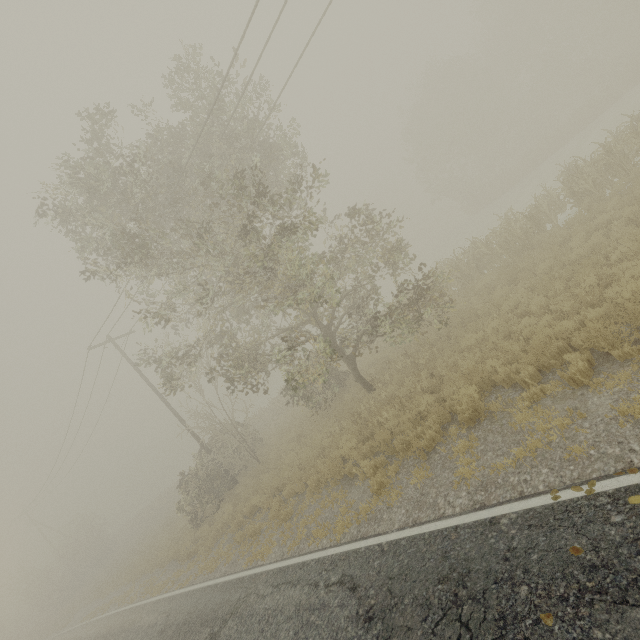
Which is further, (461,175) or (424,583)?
(461,175)

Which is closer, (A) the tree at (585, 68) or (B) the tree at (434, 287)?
(B) the tree at (434, 287)

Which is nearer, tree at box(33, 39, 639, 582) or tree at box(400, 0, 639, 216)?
tree at box(33, 39, 639, 582)
